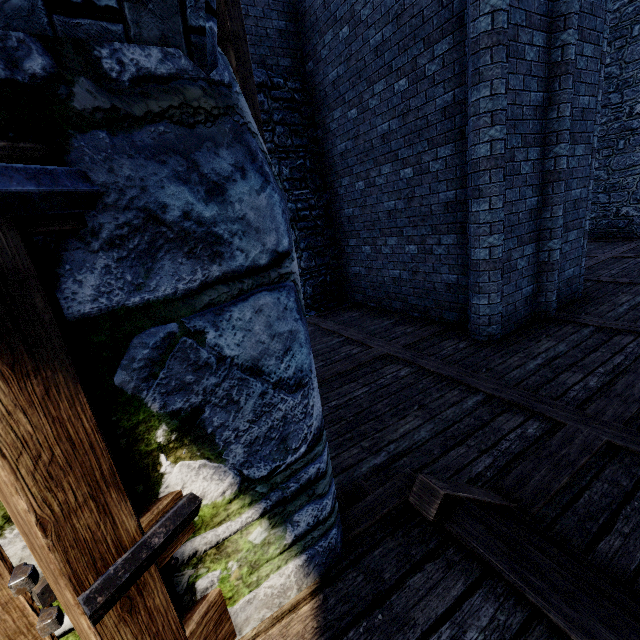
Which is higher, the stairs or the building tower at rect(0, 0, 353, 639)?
the building tower at rect(0, 0, 353, 639)

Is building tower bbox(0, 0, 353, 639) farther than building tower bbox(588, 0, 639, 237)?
No

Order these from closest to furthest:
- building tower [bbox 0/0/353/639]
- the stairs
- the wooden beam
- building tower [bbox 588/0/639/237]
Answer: Result:
building tower [bbox 0/0/353/639]
the stairs
the wooden beam
building tower [bbox 588/0/639/237]

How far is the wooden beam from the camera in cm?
232

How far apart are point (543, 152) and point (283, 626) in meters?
6.7 m

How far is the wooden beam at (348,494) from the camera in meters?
2.3 m

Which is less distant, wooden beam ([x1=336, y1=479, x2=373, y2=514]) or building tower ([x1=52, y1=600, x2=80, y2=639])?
building tower ([x1=52, y1=600, x2=80, y2=639])

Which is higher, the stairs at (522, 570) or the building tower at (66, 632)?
the building tower at (66, 632)
